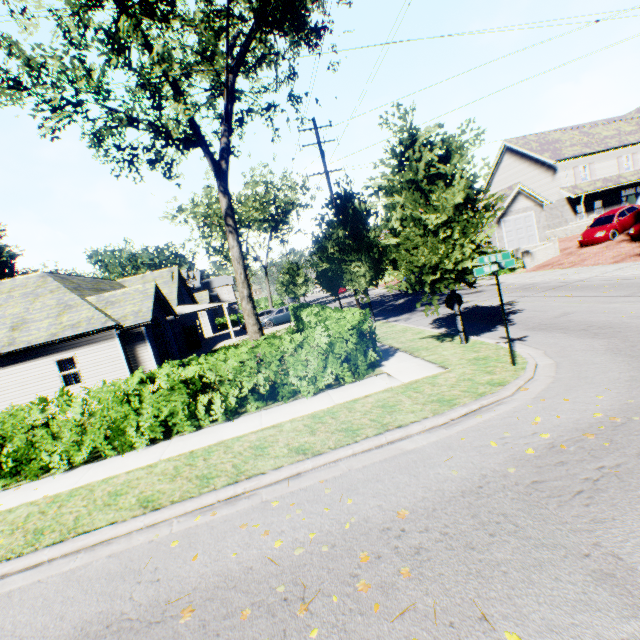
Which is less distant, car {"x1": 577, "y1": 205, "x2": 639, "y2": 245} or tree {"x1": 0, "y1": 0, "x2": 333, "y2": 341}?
tree {"x1": 0, "y1": 0, "x2": 333, "y2": 341}

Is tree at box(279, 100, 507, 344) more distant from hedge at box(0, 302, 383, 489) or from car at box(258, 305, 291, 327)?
car at box(258, 305, 291, 327)

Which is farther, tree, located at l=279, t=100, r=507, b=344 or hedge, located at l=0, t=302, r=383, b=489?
tree, located at l=279, t=100, r=507, b=344

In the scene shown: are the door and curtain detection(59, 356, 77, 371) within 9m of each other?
no

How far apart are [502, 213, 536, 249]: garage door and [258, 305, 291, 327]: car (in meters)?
19.16

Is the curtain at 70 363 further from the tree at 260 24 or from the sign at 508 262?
the sign at 508 262

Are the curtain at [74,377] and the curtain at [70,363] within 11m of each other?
yes

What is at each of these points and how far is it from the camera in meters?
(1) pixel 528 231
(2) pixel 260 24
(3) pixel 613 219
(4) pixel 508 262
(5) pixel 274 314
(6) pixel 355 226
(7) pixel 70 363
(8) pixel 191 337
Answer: (1) garage door, 29.8 m
(2) tree, 14.1 m
(3) car, 21.7 m
(4) sign, 6.8 m
(5) car, 30.1 m
(6) tree, 16.1 m
(7) curtain, 16.1 m
(8) door, 28.2 m
